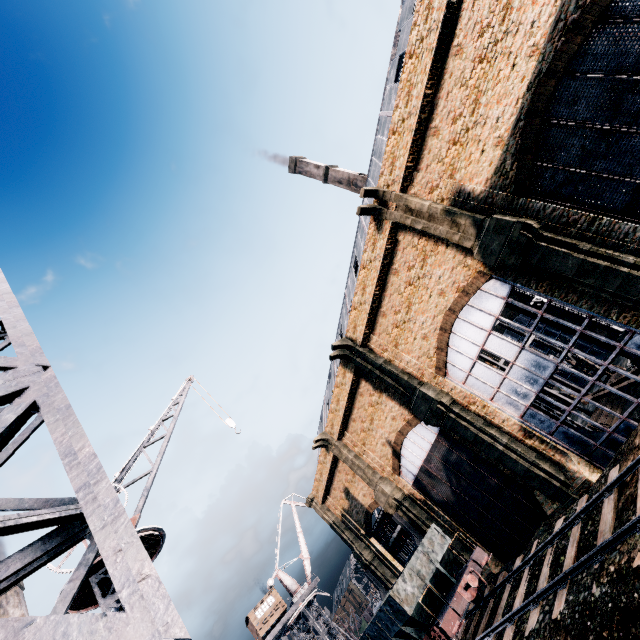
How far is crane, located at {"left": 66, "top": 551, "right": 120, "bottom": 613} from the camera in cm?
962

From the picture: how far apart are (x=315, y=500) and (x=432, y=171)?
37.9m

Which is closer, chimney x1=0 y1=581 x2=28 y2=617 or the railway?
the railway

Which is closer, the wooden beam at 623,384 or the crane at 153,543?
the crane at 153,543

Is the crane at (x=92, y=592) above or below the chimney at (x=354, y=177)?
below

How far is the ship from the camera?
44.99m

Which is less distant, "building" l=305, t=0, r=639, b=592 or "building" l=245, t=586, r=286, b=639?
"building" l=305, t=0, r=639, b=592

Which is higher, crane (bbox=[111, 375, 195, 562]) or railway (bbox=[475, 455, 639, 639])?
crane (bbox=[111, 375, 195, 562])
